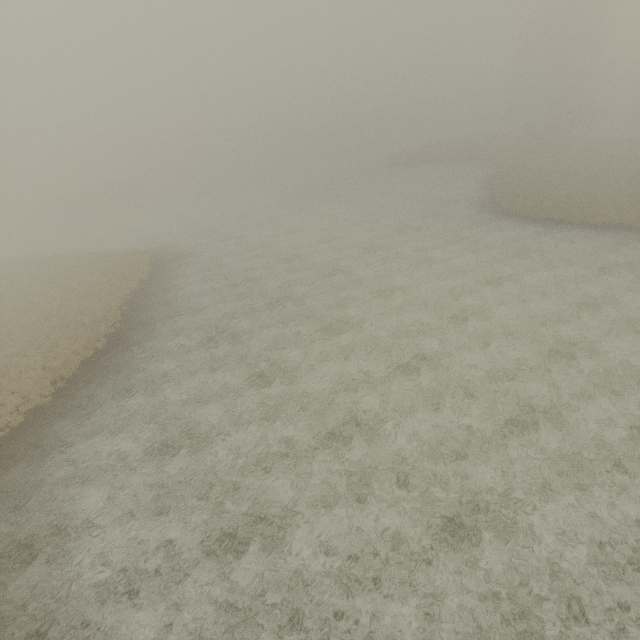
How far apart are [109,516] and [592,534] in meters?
15.9 m
